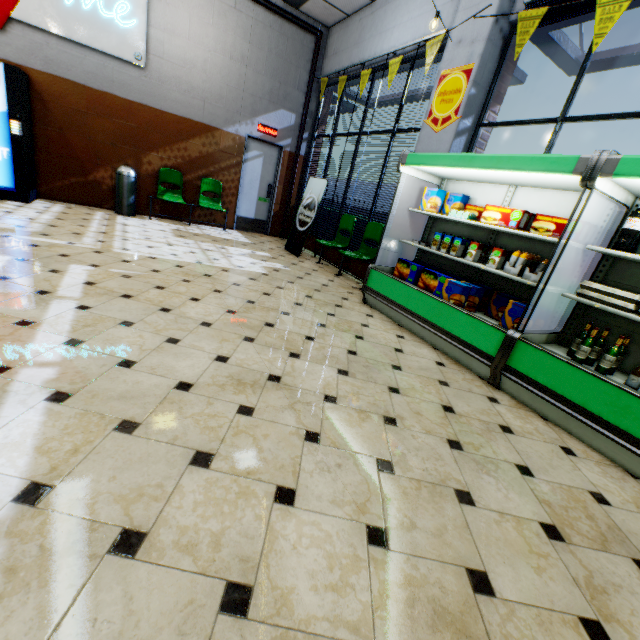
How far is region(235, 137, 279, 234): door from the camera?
8.0m

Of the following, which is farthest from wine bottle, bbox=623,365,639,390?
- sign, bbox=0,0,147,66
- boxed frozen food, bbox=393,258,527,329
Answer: sign, bbox=0,0,147,66

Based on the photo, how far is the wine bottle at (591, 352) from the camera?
2.7 meters

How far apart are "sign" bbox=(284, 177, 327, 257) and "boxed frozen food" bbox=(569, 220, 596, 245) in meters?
4.3 m

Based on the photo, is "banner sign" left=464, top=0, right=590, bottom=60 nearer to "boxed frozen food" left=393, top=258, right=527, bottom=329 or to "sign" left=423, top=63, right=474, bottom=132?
"sign" left=423, top=63, right=474, bottom=132

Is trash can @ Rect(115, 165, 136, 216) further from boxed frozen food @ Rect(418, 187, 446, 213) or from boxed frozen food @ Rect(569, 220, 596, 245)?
boxed frozen food @ Rect(569, 220, 596, 245)

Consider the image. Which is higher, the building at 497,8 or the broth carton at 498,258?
the building at 497,8

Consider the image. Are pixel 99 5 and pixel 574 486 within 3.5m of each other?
no
